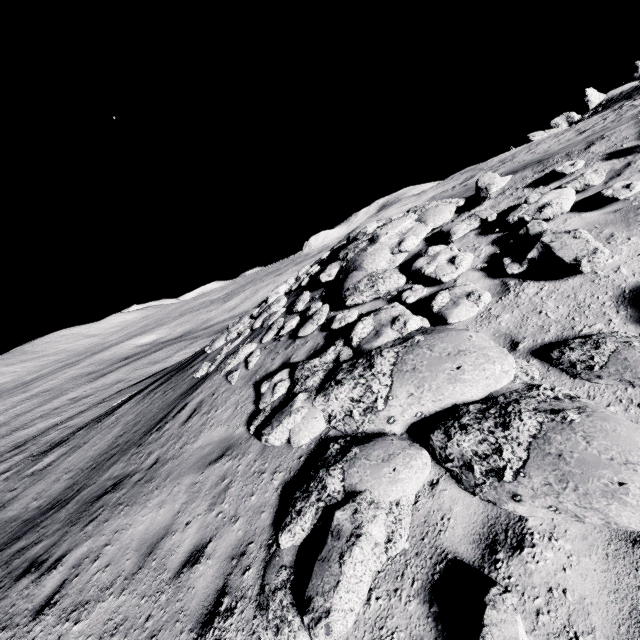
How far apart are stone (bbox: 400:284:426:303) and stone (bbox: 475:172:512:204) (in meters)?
2.09

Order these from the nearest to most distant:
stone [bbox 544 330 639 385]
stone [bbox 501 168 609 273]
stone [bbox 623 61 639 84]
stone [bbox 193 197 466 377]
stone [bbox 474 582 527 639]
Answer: stone [bbox 474 582 527 639] → stone [bbox 544 330 639 385] → stone [bbox 501 168 609 273] → stone [bbox 193 197 466 377] → stone [bbox 623 61 639 84]

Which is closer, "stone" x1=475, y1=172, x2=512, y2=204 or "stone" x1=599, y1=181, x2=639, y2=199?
"stone" x1=599, y1=181, x2=639, y2=199

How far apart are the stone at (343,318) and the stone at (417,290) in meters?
1.1

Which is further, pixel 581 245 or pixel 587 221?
pixel 587 221

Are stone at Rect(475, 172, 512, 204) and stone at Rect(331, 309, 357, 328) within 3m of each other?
no

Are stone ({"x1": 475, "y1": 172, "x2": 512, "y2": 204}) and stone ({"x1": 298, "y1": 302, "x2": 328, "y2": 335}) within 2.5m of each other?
no

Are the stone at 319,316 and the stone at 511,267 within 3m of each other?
no
